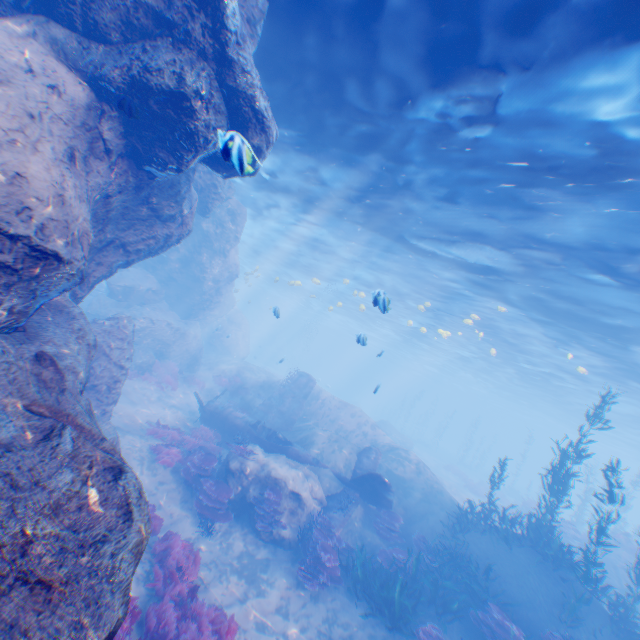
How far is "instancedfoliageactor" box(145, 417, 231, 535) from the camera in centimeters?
1124cm

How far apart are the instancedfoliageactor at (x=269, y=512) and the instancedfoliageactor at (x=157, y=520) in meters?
2.8

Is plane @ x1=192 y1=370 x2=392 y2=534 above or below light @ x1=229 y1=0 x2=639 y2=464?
below

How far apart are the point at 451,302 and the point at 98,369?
20.66m

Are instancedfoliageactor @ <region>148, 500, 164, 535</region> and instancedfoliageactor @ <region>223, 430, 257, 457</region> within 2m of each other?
no

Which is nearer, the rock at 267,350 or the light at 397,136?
the light at 397,136

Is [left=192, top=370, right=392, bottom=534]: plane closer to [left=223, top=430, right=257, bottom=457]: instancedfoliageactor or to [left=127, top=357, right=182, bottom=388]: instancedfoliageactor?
[left=223, top=430, right=257, bottom=457]: instancedfoliageactor

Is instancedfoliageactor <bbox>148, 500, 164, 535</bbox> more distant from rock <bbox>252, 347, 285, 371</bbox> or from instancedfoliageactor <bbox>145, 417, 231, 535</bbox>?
instancedfoliageactor <bbox>145, 417, 231, 535</bbox>
